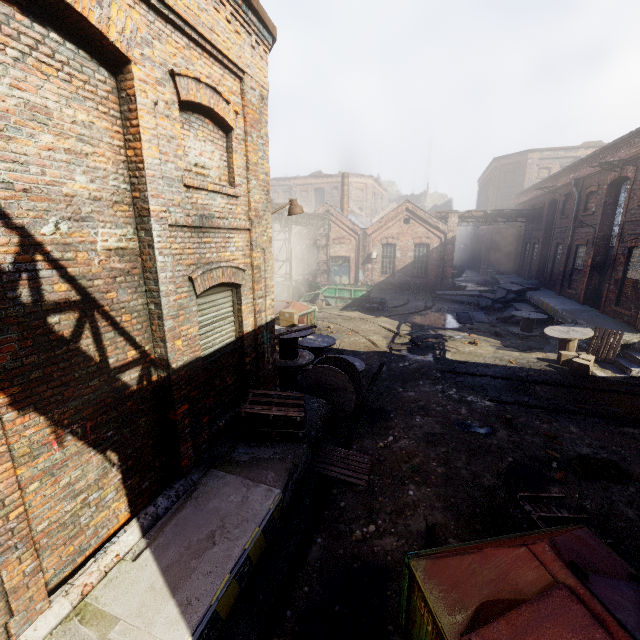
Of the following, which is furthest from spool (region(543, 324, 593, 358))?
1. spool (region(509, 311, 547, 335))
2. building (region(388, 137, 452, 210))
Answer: building (region(388, 137, 452, 210))

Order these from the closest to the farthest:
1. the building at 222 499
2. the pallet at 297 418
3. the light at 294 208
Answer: the building at 222 499 < the pallet at 297 418 < the light at 294 208

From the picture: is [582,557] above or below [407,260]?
below

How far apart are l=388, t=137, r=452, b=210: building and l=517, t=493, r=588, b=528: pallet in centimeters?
5494cm

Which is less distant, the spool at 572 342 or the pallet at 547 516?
the pallet at 547 516

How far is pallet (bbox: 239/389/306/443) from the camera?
5.98m

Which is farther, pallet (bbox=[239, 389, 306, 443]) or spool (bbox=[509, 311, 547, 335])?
spool (bbox=[509, 311, 547, 335])

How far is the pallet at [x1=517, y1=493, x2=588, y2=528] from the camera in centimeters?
531cm
